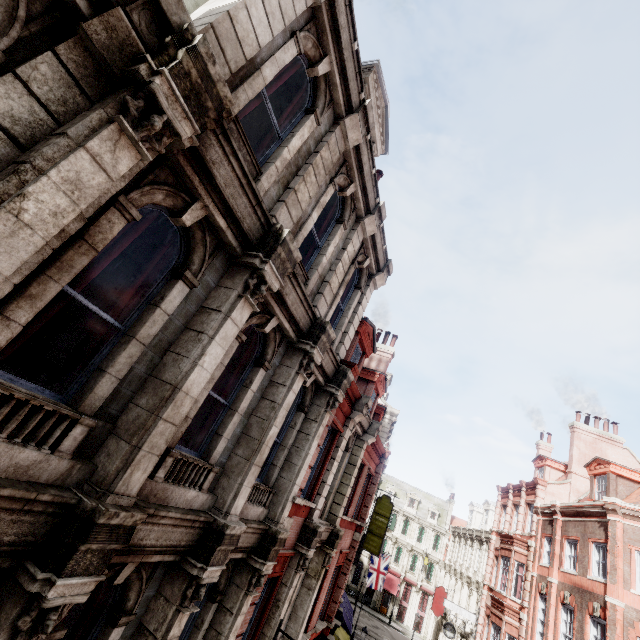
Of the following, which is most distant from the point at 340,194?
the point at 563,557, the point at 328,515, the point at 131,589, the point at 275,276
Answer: the point at 563,557

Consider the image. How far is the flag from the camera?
32.2m

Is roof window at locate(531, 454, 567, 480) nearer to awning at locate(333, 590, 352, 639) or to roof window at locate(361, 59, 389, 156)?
awning at locate(333, 590, 352, 639)

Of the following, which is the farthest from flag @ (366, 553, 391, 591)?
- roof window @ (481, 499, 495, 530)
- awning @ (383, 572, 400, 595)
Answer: awning @ (383, 572, 400, 595)

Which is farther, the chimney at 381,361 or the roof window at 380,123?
the chimney at 381,361

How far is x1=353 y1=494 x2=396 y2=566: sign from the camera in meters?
26.2

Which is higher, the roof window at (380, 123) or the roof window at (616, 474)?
the roof window at (380, 123)

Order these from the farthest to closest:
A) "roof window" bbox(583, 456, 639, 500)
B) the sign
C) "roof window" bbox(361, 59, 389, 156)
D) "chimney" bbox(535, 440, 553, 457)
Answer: "chimney" bbox(535, 440, 553, 457) < the sign < "roof window" bbox(583, 456, 639, 500) < "roof window" bbox(361, 59, 389, 156)
